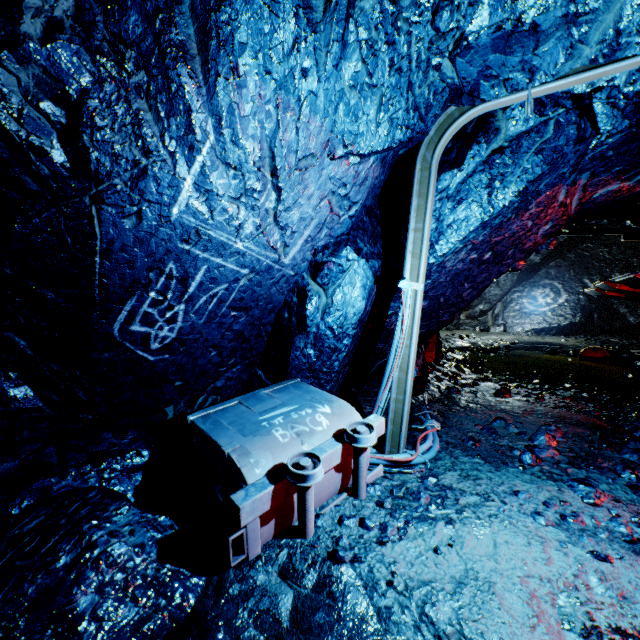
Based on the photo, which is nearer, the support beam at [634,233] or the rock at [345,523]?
→ the rock at [345,523]

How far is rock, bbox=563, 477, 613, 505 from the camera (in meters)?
2.80

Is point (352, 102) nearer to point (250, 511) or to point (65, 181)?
point (65, 181)

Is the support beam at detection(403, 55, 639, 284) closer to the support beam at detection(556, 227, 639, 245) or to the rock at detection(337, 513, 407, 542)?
the rock at detection(337, 513, 407, 542)

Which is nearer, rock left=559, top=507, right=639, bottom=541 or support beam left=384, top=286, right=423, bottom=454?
rock left=559, top=507, right=639, bottom=541

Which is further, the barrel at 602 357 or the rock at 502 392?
the barrel at 602 357

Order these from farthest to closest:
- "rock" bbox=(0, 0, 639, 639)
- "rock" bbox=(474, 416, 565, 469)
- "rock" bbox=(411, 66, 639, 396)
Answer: "rock" bbox=(474, 416, 565, 469) < "rock" bbox=(411, 66, 639, 396) < "rock" bbox=(0, 0, 639, 639)

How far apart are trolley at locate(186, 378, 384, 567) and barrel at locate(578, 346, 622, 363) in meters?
10.9 m
